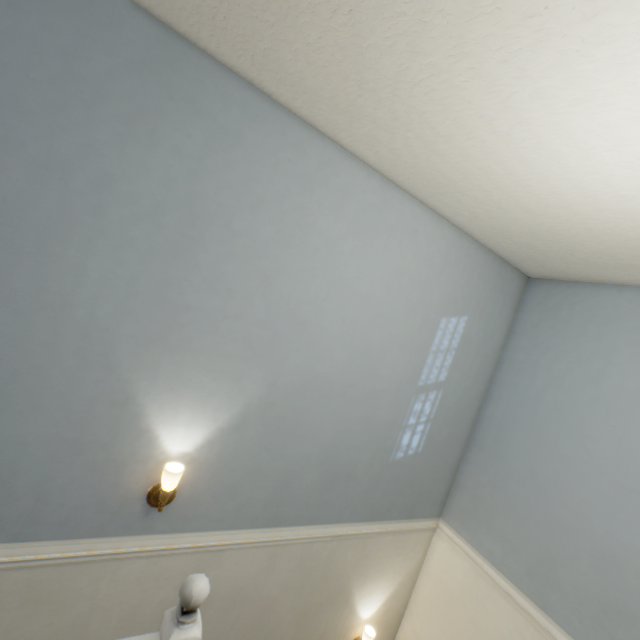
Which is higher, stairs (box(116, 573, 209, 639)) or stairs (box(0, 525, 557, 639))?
stairs (box(116, 573, 209, 639))

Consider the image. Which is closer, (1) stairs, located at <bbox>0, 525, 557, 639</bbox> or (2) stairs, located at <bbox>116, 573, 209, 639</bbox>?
(2) stairs, located at <bbox>116, 573, 209, 639</bbox>

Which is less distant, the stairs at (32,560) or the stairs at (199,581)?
the stairs at (199,581)

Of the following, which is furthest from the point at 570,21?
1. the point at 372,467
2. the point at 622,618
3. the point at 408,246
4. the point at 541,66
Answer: the point at 622,618

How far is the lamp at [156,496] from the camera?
1.65m

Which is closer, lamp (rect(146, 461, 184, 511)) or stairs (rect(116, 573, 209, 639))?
stairs (rect(116, 573, 209, 639))

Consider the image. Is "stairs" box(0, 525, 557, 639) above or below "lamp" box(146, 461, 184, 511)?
below
